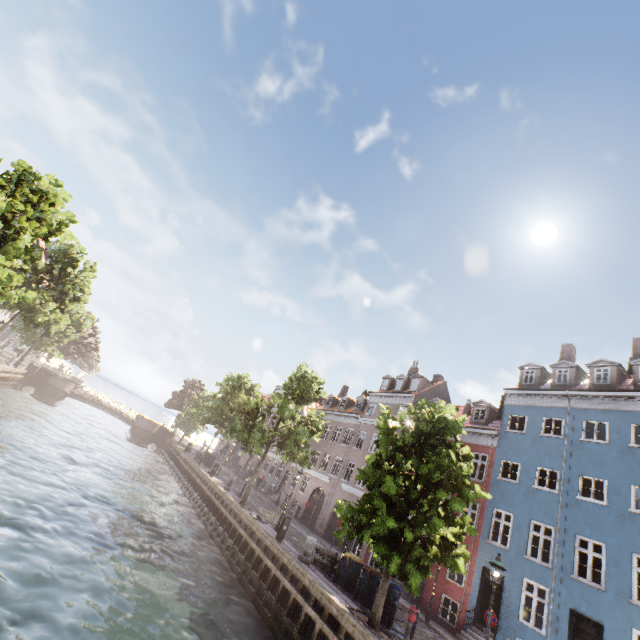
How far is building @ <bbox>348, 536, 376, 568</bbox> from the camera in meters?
22.8 m

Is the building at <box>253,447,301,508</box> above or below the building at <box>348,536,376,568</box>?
above

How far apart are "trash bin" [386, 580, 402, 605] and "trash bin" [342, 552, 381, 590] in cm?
35

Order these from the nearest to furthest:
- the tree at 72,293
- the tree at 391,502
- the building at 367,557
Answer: the tree at 391,502 < the tree at 72,293 < the building at 367,557

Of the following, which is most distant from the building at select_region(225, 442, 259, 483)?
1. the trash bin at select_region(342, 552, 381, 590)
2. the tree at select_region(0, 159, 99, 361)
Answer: the trash bin at select_region(342, 552, 381, 590)

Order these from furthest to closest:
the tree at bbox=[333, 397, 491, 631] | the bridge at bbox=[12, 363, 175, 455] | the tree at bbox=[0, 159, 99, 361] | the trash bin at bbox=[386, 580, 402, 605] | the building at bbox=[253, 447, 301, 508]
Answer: the bridge at bbox=[12, 363, 175, 455]
the building at bbox=[253, 447, 301, 508]
the tree at bbox=[0, 159, 99, 361]
the trash bin at bbox=[386, 580, 402, 605]
the tree at bbox=[333, 397, 491, 631]

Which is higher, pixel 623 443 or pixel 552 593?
pixel 623 443

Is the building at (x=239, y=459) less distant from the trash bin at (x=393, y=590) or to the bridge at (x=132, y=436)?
the trash bin at (x=393, y=590)
